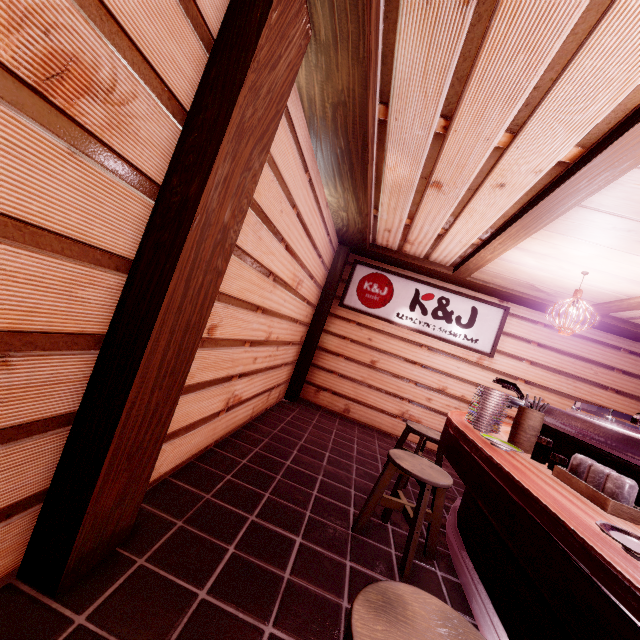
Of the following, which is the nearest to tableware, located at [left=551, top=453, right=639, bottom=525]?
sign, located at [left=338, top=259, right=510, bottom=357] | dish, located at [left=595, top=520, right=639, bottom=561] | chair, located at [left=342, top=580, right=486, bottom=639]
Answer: dish, located at [left=595, top=520, right=639, bottom=561]

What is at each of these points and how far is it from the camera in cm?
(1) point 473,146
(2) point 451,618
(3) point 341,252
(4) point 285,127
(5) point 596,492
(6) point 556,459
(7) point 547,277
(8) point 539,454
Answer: (1) building, 421
(2) chair, 185
(3) wood pole, 1012
(4) building, 405
(5) tableware, 285
(6) sauce bottle, 366
(7) wood panel, 731
(8) sauce bottle, 390

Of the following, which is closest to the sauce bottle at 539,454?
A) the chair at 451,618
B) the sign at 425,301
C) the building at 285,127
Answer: the building at 285,127

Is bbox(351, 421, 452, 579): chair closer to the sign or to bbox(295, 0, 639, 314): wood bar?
bbox(295, 0, 639, 314): wood bar

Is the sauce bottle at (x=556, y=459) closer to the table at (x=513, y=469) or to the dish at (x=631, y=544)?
the table at (x=513, y=469)

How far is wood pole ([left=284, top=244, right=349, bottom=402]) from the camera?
10.0 meters

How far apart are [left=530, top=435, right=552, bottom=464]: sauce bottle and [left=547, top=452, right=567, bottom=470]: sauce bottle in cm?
13

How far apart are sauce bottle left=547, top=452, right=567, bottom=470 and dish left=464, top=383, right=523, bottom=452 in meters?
0.9 m
